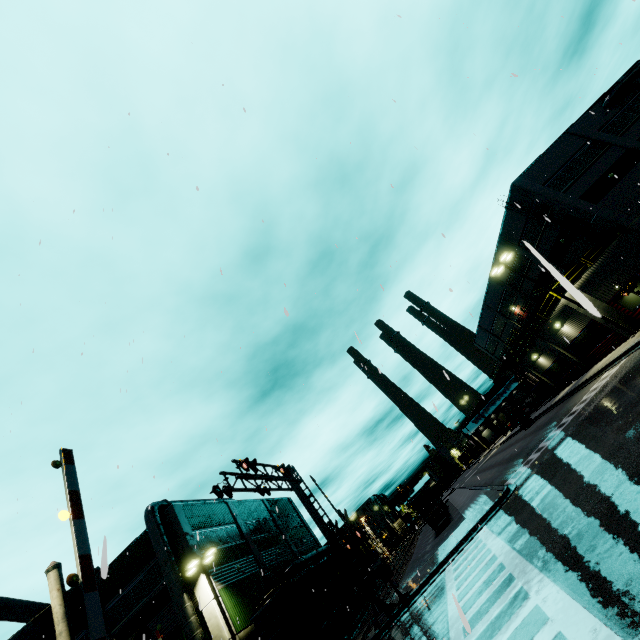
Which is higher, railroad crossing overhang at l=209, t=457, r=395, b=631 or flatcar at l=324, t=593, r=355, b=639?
flatcar at l=324, t=593, r=355, b=639

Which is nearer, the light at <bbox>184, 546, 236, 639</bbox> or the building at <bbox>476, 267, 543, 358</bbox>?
the light at <bbox>184, 546, 236, 639</bbox>

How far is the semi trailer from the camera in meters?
35.9

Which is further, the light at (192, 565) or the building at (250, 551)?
the building at (250, 551)

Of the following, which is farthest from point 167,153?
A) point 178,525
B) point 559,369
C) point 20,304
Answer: point 559,369

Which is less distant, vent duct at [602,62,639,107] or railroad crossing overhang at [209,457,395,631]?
railroad crossing overhang at [209,457,395,631]

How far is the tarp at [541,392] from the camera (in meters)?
38.04

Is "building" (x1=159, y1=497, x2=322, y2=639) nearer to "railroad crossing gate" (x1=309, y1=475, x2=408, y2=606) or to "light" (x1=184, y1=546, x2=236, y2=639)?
"light" (x1=184, y1=546, x2=236, y2=639)
